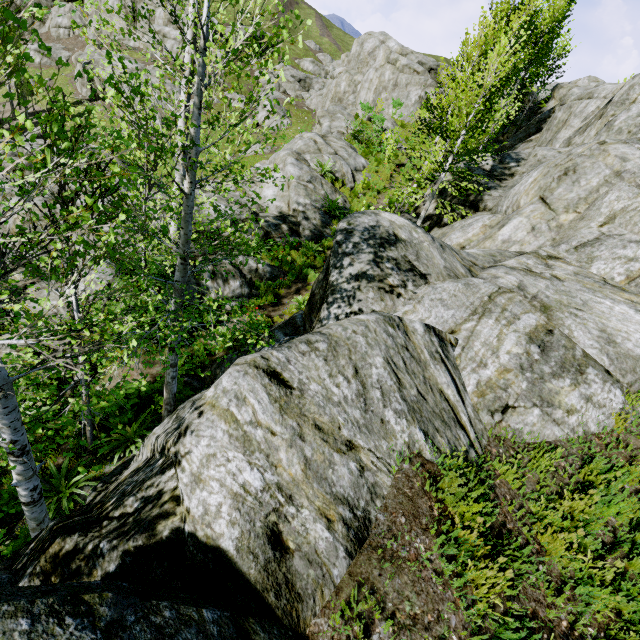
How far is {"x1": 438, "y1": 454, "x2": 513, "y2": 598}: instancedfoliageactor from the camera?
2.3 meters

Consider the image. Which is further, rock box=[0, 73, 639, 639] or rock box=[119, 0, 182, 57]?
rock box=[119, 0, 182, 57]

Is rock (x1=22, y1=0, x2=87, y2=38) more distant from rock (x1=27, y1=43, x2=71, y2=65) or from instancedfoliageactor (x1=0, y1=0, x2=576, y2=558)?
rock (x1=27, y1=43, x2=71, y2=65)

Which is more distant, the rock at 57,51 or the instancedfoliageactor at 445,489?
the rock at 57,51

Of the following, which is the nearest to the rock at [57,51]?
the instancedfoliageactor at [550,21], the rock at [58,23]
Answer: the rock at [58,23]

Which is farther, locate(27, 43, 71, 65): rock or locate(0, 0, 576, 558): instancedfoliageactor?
locate(27, 43, 71, 65): rock

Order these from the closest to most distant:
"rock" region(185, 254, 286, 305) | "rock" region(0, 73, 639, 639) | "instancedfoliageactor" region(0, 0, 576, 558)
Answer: "rock" region(0, 73, 639, 639)
"instancedfoliageactor" region(0, 0, 576, 558)
"rock" region(185, 254, 286, 305)

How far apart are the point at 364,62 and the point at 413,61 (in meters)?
5.35
